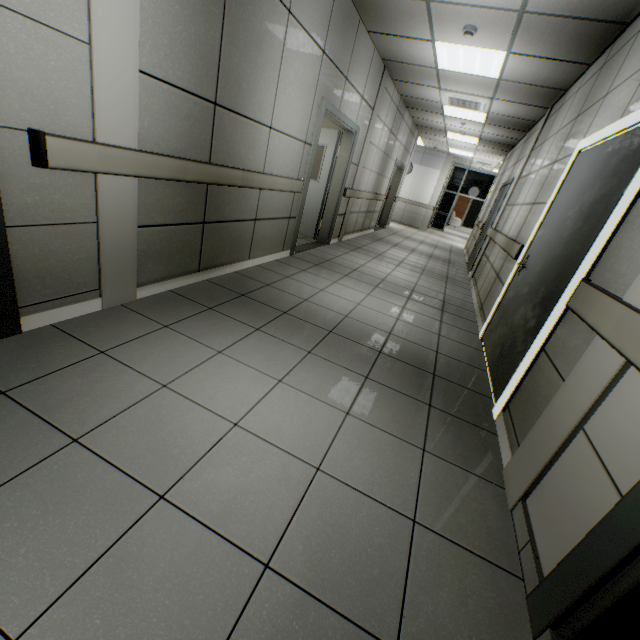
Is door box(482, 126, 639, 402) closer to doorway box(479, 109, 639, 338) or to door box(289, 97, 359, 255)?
doorway box(479, 109, 639, 338)

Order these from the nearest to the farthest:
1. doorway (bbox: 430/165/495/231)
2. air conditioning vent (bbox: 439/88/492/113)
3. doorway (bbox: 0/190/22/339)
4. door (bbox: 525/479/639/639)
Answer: Answer: door (bbox: 525/479/639/639) < doorway (bbox: 0/190/22/339) < air conditioning vent (bbox: 439/88/492/113) < doorway (bbox: 430/165/495/231)

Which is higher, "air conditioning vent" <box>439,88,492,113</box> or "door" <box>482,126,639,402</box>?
"air conditioning vent" <box>439,88,492,113</box>

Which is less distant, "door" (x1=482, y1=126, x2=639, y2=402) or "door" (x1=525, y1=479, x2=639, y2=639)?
"door" (x1=525, y1=479, x2=639, y2=639)

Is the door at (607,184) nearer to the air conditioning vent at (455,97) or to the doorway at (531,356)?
the doorway at (531,356)

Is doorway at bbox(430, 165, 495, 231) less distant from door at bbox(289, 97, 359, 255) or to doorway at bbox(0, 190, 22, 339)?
door at bbox(289, 97, 359, 255)

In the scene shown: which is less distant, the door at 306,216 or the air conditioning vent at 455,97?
the door at 306,216

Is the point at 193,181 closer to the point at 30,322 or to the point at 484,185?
the point at 30,322
